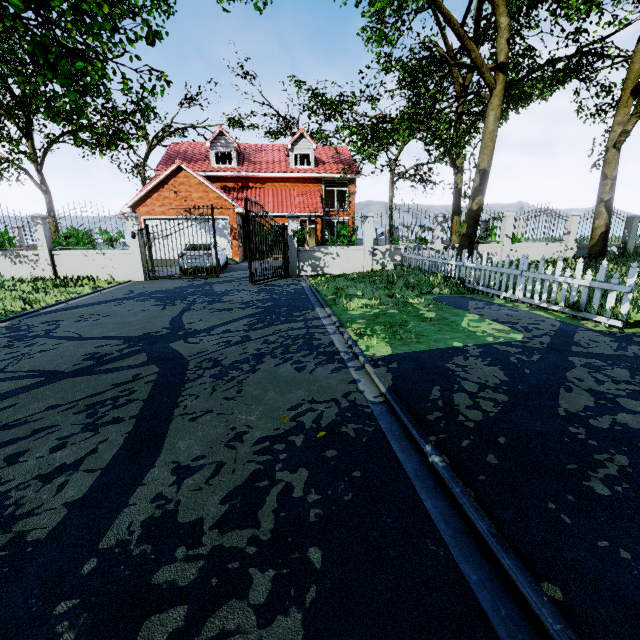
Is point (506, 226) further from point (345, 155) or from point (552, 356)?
point (345, 155)

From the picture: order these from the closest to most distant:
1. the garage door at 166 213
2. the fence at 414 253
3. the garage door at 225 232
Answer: the fence at 414 253, the garage door at 166 213, the garage door at 225 232

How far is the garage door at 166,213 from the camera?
19.3 meters

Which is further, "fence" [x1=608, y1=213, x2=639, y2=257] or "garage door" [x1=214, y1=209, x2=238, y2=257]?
"garage door" [x1=214, y1=209, x2=238, y2=257]

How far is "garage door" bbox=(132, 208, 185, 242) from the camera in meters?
19.3 m

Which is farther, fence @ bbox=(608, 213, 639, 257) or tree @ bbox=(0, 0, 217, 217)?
fence @ bbox=(608, 213, 639, 257)

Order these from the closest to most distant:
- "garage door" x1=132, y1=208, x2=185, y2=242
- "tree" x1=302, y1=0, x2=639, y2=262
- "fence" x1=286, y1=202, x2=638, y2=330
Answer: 1. "fence" x1=286, y1=202, x2=638, y2=330
2. "tree" x1=302, y1=0, x2=639, y2=262
3. "garage door" x1=132, y1=208, x2=185, y2=242
